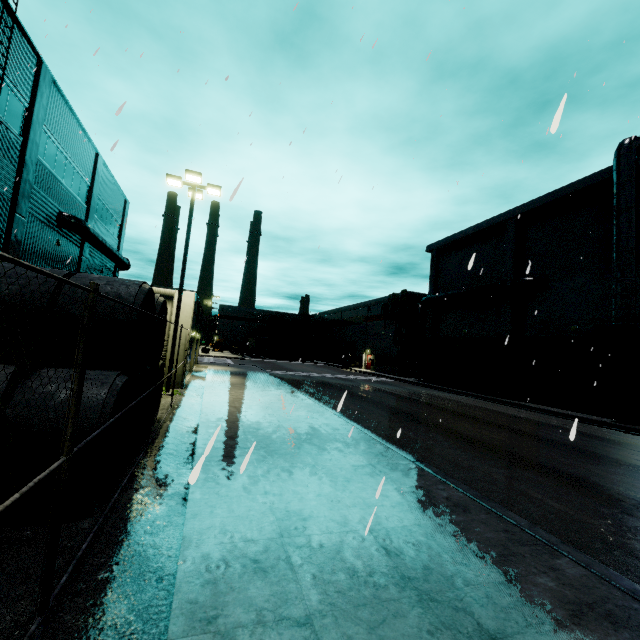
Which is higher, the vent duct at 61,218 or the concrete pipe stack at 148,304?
the vent duct at 61,218

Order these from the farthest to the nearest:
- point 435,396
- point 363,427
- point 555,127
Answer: point 435,396
point 363,427
point 555,127

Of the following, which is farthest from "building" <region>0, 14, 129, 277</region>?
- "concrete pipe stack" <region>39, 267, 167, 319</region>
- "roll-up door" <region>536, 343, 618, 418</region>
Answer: "concrete pipe stack" <region>39, 267, 167, 319</region>

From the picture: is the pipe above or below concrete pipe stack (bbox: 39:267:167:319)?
above

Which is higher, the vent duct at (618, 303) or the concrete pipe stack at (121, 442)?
the vent duct at (618, 303)

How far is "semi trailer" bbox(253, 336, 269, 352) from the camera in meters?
58.9

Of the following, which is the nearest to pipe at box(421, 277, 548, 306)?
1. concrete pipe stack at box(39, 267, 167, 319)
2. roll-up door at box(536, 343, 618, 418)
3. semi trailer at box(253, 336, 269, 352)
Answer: roll-up door at box(536, 343, 618, 418)

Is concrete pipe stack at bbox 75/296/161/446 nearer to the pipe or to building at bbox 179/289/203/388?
building at bbox 179/289/203/388
